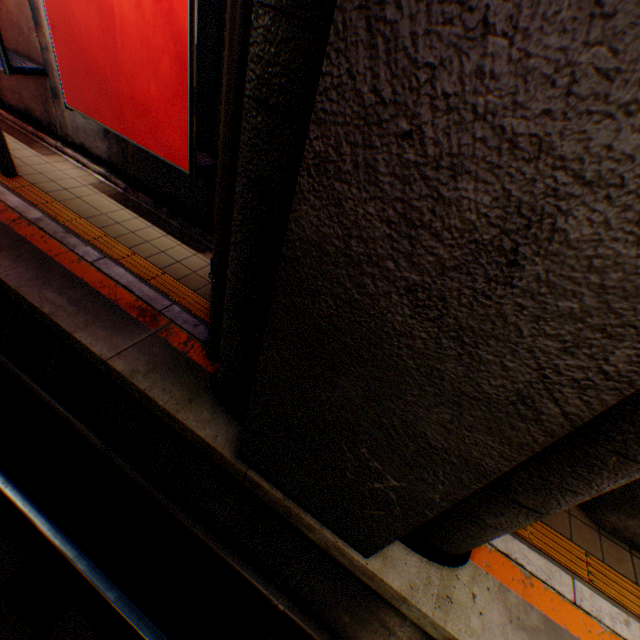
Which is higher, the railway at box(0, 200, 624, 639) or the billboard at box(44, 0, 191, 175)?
the billboard at box(44, 0, 191, 175)

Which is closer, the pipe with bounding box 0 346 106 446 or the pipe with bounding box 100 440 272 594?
the pipe with bounding box 100 440 272 594

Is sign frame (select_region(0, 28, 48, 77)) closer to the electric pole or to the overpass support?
the electric pole

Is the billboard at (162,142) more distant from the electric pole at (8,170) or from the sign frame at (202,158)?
the electric pole at (8,170)

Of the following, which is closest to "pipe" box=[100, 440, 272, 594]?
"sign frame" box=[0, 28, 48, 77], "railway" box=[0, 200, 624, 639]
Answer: "railway" box=[0, 200, 624, 639]

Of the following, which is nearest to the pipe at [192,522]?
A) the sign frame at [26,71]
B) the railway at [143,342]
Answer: the railway at [143,342]

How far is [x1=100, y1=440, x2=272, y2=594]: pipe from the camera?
3.3 meters

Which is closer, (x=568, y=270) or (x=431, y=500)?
(x=568, y=270)
